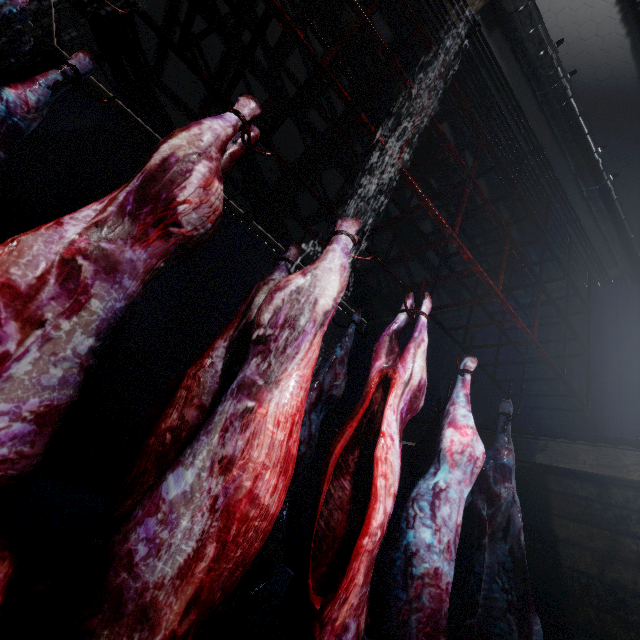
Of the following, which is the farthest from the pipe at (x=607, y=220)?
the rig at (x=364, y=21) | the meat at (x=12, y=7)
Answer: the meat at (x=12, y=7)

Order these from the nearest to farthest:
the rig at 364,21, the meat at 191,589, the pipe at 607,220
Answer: the meat at 191,589 → the rig at 364,21 → the pipe at 607,220

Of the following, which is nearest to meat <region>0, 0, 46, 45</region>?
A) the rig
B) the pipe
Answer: the rig

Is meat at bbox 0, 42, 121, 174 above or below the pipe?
below

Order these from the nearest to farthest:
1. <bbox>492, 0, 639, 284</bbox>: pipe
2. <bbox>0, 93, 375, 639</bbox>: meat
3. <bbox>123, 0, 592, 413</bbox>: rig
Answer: <bbox>0, 93, 375, 639</bbox>: meat → <bbox>123, 0, 592, 413</bbox>: rig → <bbox>492, 0, 639, 284</bbox>: pipe

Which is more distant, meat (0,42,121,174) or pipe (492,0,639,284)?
pipe (492,0,639,284)

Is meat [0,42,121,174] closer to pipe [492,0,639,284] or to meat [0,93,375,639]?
meat [0,93,375,639]

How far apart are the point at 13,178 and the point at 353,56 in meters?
4.0
